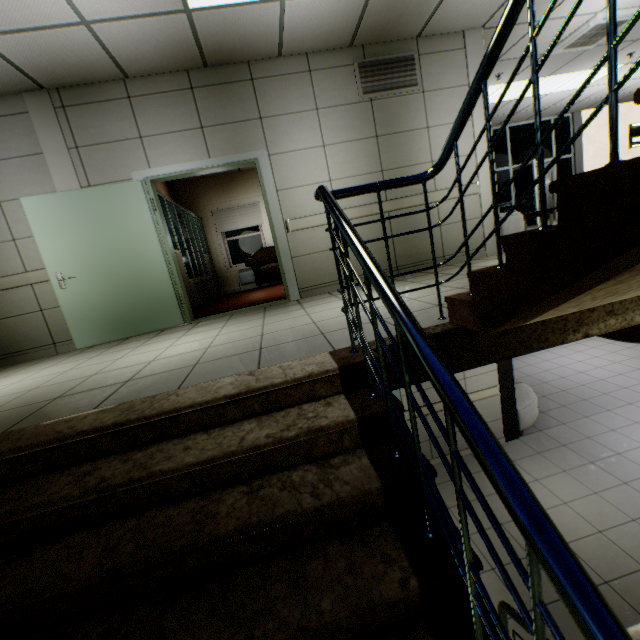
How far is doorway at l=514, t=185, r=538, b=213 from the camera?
9.7 meters

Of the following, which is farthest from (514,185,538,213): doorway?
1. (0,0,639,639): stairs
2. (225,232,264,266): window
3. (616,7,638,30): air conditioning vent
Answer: (0,0,639,639): stairs

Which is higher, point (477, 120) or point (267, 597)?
point (477, 120)

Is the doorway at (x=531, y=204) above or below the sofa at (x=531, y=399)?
above

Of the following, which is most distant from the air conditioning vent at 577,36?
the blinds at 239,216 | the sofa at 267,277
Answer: the blinds at 239,216

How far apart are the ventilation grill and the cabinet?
3.4 meters

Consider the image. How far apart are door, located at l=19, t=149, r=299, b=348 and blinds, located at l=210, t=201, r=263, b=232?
4.70m

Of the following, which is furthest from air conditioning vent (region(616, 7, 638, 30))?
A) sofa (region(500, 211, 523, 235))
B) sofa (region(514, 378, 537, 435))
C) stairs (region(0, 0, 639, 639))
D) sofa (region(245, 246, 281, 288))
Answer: sofa (region(514, 378, 537, 435))
